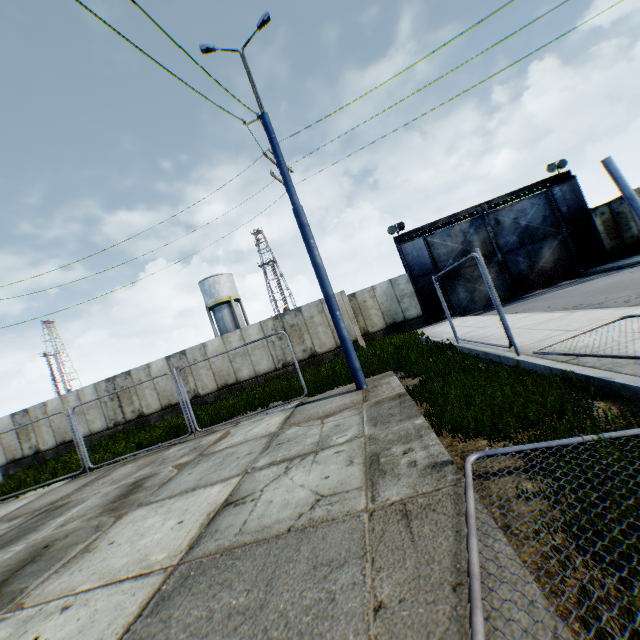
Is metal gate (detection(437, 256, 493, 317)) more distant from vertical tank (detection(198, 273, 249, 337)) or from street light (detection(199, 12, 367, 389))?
vertical tank (detection(198, 273, 249, 337))

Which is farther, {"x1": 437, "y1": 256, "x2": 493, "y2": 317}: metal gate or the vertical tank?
the vertical tank

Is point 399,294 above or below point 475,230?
below

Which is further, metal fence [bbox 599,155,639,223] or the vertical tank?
the vertical tank

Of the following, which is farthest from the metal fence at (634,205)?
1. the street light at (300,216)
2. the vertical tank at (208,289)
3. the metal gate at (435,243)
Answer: the vertical tank at (208,289)

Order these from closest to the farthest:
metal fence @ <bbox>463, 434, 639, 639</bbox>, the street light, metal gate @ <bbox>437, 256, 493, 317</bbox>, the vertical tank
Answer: metal fence @ <bbox>463, 434, 639, 639</bbox>, the street light, metal gate @ <bbox>437, 256, 493, 317</bbox>, the vertical tank

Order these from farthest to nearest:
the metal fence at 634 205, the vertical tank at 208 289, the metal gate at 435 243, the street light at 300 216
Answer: the vertical tank at 208 289 → the metal gate at 435 243 → the street light at 300 216 → the metal fence at 634 205

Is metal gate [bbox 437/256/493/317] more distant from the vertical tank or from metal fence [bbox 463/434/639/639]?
the vertical tank
